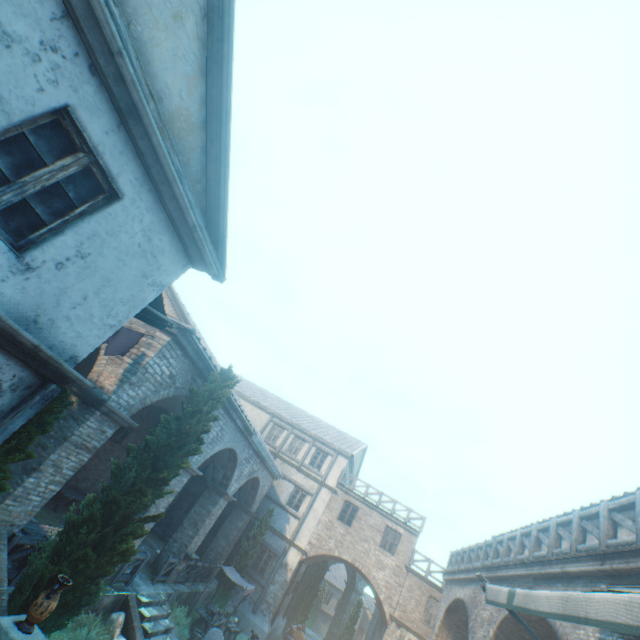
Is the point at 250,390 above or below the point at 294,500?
above

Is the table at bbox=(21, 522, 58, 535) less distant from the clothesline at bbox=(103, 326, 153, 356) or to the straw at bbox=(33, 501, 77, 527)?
the straw at bbox=(33, 501, 77, 527)

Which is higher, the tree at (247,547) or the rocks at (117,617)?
the tree at (247,547)

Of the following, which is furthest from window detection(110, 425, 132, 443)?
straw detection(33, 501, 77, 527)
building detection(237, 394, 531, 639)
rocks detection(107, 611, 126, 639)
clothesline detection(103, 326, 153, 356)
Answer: clothesline detection(103, 326, 153, 356)

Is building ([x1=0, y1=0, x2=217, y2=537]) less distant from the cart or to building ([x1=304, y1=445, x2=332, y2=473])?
building ([x1=304, y1=445, x2=332, y2=473])

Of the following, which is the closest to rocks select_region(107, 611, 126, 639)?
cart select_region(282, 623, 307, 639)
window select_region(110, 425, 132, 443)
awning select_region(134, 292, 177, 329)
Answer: window select_region(110, 425, 132, 443)

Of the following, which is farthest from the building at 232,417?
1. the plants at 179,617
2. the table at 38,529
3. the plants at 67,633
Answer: the plants at 179,617

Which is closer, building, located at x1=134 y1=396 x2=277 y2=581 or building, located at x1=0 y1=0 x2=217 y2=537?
building, located at x1=0 y1=0 x2=217 y2=537
